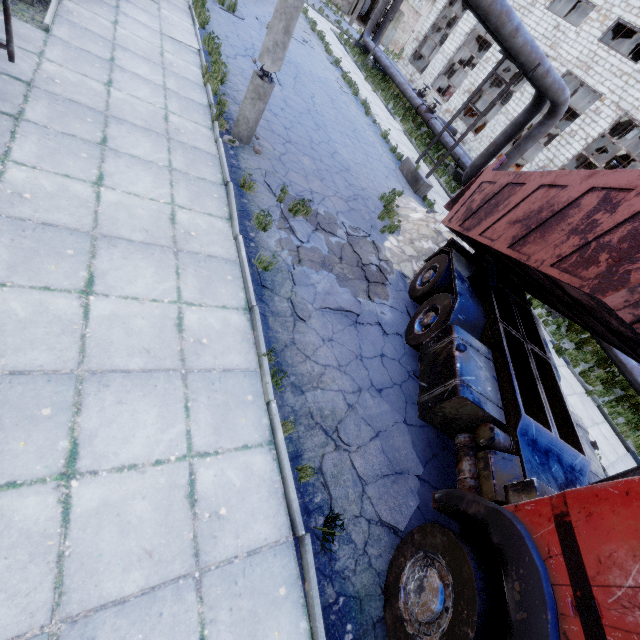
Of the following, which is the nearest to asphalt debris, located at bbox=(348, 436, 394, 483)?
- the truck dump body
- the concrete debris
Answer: the truck dump body

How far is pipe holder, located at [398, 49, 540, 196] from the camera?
10.6m

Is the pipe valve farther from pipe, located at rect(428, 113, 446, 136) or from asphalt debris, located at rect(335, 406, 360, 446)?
asphalt debris, located at rect(335, 406, 360, 446)

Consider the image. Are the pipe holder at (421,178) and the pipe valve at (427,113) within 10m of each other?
yes

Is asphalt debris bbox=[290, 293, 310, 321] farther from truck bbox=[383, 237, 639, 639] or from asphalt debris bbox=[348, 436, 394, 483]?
asphalt debris bbox=[348, 436, 394, 483]

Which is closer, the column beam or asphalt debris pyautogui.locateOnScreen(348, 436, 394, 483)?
asphalt debris pyautogui.locateOnScreen(348, 436, 394, 483)

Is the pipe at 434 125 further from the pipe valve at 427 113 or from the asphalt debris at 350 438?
the asphalt debris at 350 438

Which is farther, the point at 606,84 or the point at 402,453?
the point at 606,84
